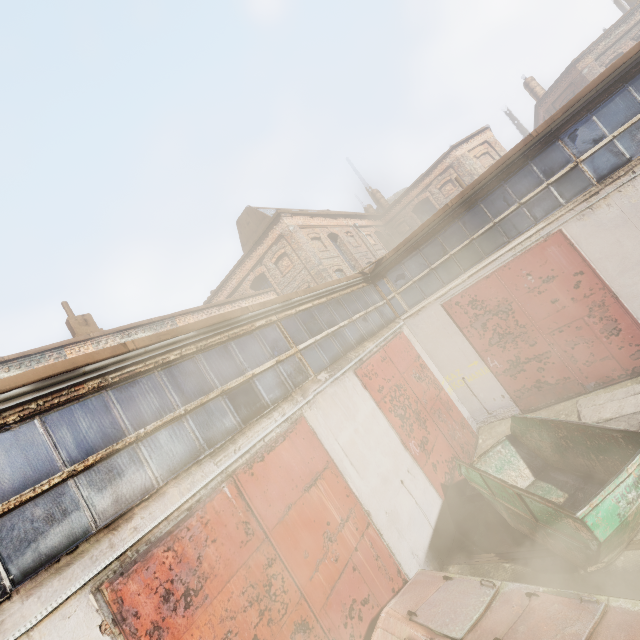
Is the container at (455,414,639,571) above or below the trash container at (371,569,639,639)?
below

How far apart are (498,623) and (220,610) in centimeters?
317cm

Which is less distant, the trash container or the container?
the trash container

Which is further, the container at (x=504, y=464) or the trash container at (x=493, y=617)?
the container at (x=504, y=464)

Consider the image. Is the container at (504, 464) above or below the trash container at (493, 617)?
below
